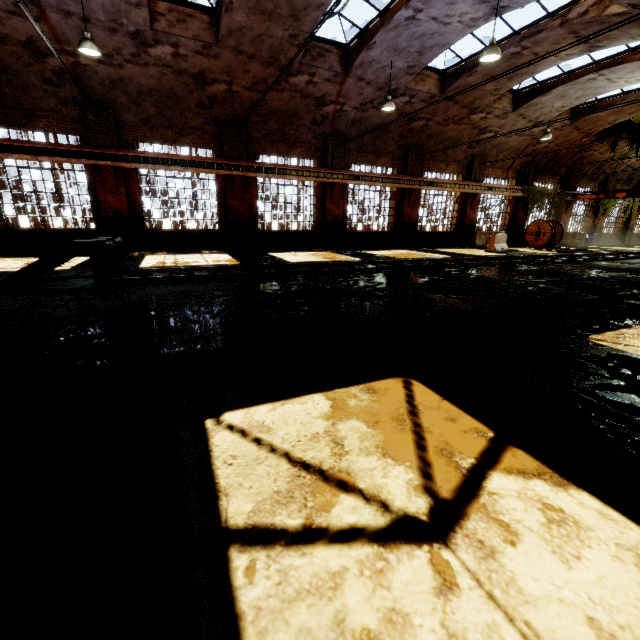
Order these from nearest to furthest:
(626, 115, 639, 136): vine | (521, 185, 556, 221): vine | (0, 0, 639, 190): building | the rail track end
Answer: the rail track end < (0, 0, 639, 190): building < (626, 115, 639, 136): vine < (521, 185, 556, 221): vine

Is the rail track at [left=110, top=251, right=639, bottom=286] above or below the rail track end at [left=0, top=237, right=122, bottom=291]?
below

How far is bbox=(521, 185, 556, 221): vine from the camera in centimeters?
2186cm

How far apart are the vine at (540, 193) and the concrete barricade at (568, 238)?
1.0 meters

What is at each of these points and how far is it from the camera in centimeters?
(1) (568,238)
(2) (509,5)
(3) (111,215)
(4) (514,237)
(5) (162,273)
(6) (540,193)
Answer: (1) concrete barricade, 2364cm
(2) building, 938cm
(3) building, 1308cm
(4) building, 2309cm
(5) rail track, 856cm
(6) vine, 2222cm

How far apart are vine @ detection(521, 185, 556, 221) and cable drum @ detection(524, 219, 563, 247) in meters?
0.4 m

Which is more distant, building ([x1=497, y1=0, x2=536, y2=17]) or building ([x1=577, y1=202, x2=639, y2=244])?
building ([x1=577, y1=202, x2=639, y2=244])

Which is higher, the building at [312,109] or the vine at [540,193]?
the building at [312,109]
